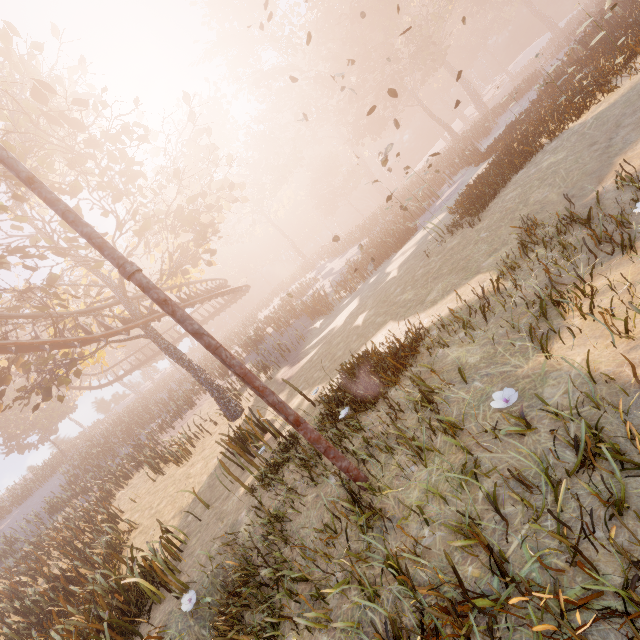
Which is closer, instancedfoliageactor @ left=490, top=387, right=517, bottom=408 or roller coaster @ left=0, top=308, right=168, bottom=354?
instancedfoliageactor @ left=490, top=387, right=517, bottom=408

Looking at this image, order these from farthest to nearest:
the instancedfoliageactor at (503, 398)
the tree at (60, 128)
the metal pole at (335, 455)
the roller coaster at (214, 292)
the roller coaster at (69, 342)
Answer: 1. the roller coaster at (214, 292)
2. the roller coaster at (69, 342)
3. the tree at (60, 128)
4. the metal pole at (335, 455)
5. the instancedfoliageactor at (503, 398)

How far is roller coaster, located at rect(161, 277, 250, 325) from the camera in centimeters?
1936cm

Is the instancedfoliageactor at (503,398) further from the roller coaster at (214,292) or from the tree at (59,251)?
the tree at (59,251)

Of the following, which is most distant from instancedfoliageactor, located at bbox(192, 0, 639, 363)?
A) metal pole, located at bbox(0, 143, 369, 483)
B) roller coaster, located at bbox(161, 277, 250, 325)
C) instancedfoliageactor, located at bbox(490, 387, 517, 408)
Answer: roller coaster, located at bbox(161, 277, 250, 325)

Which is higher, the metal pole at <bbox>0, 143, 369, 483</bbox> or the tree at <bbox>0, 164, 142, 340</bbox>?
the tree at <bbox>0, 164, 142, 340</bbox>

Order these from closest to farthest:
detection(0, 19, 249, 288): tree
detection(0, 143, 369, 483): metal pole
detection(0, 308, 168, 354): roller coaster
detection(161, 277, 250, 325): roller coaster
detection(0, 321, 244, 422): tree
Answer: detection(0, 143, 369, 483): metal pole < detection(0, 19, 249, 288): tree < detection(0, 308, 168, 354): roller coaster < detection(0, 321, 244, 422): tree < detection(161, 277, 250, 325): roller coaster

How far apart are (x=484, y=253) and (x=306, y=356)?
10.0m
